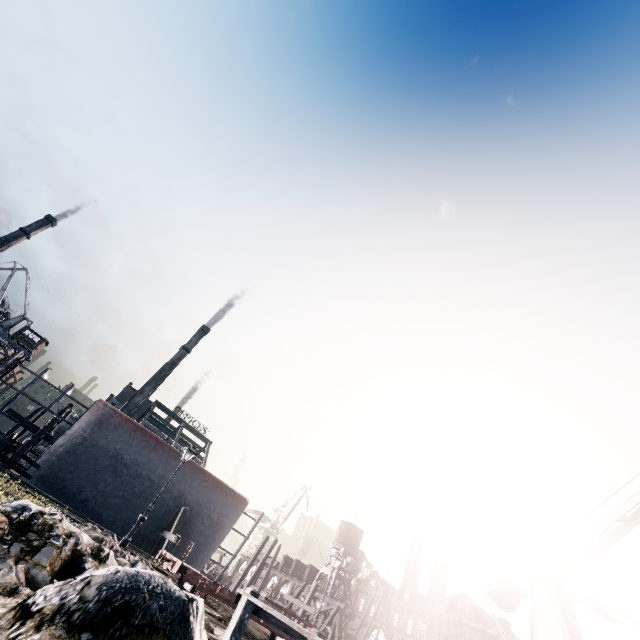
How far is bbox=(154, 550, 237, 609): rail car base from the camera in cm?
1298

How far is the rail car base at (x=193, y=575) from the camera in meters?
13.0 m

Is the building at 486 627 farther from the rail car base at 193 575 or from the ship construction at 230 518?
the rail car base at 193 575

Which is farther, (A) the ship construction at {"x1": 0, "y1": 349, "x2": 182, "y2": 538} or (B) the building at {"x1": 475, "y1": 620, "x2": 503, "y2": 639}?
(B) the building at {"x1": 475, "y1": 620, "x2": 503, "y2": 639}

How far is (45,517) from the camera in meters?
7.7

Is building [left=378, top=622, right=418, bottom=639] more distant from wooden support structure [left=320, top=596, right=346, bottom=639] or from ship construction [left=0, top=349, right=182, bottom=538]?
ship construction [left=0, top=349, right=182, bottom=538]

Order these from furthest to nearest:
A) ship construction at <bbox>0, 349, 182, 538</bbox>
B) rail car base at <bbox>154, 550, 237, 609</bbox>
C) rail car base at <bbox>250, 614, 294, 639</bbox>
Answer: ship construction at <bbox>0, 349, 182, 538</bbox> < rail car base at <bbox>250, 614, 294, 639</bbox> < rail car base at <bbox>154, 550, 237, 609</bbox>

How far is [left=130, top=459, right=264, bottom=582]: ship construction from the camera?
25.6m
